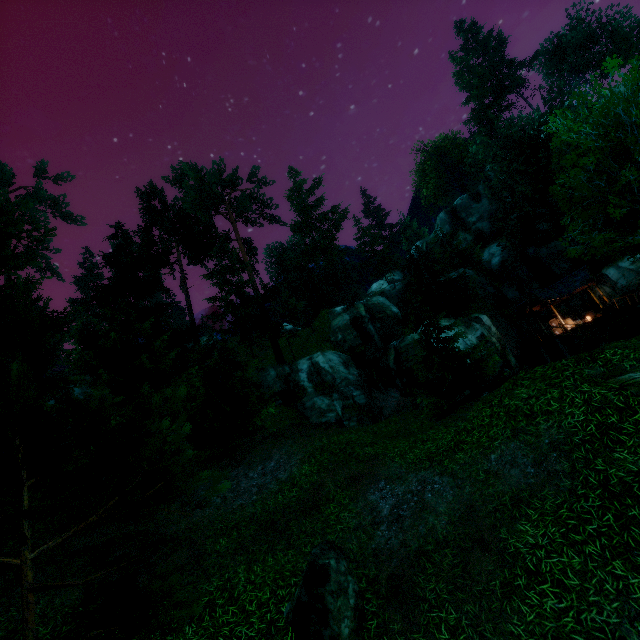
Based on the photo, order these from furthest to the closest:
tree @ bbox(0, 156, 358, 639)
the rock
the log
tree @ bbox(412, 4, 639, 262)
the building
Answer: the building, the log, tree @ bbox(412, 4, 639, 262), the rock, tree @ bbox(0, 156, 358, 639)

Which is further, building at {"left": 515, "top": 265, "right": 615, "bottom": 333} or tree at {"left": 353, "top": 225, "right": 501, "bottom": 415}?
building at {"left": 515, "top": 265, "right": 615, "bottom": 333}

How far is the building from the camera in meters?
27.9

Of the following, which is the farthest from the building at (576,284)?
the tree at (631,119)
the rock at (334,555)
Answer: the rock at (334,555)

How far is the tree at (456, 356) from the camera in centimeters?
1677cm

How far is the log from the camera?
14.1 meters

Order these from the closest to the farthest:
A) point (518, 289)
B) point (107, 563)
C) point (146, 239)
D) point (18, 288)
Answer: point (18, 288), point (107, 563), point (146, 239), point (518, 289)

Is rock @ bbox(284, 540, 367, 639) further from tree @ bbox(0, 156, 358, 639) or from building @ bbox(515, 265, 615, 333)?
building @ bbox(515, 265, 615, 333)
